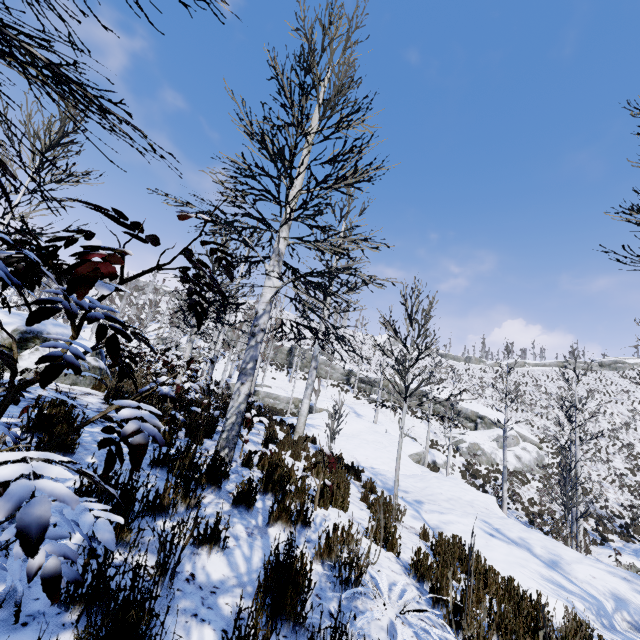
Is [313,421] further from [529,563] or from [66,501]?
[66,501]

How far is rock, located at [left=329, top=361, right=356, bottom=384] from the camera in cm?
4412

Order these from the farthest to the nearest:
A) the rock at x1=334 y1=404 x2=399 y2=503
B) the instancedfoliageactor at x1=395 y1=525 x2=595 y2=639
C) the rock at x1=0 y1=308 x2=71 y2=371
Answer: the rock at x1=334 y1=404 x2=399 y2=503 → the rock at x1=0 y1=308 x2=71 y2=371 → the instancedfoliageactor at x1=395 y1=525 x2=595 y2=639

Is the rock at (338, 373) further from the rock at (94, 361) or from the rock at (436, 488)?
the rock at (94, 361)

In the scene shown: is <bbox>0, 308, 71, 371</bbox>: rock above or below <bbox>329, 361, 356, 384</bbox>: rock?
below

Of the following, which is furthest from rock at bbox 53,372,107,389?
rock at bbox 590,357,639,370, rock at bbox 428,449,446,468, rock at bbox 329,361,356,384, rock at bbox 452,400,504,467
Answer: rock at bbox 590,357,639,370

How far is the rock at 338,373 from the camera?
44.1 meters

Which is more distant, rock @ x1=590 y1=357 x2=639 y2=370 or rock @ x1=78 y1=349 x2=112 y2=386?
rock @ x1=590 y1=357 x2=639 y2=370
